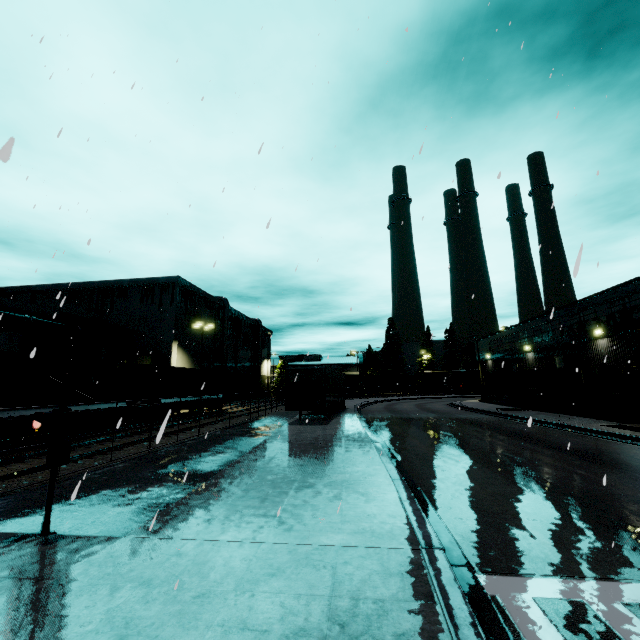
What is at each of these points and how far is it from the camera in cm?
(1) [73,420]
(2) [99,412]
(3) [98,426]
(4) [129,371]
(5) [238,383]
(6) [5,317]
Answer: (1) railroad crossing sign, 584
(2) flatcar, 1739
(3) bogie, 1762
(4) cargo container, 1988
(5) building, 5669
(6) pipe, 2789

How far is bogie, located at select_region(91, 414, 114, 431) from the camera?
17.3 meters

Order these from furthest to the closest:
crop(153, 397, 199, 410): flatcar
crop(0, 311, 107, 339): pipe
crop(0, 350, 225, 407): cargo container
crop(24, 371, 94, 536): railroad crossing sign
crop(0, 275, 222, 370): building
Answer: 1. crop(0, 311, 107, 339): pipe
2. crop(0, 275, 222, 370): building
3. crop(153, 397, 199, 410): flatcar
4. crop(0, 350, 225, 407): cargo container
5. crop(24, 371, 94, 536): railroad crossing sign

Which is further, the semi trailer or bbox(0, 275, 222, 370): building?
bbox(0, 275, 222, 370): building

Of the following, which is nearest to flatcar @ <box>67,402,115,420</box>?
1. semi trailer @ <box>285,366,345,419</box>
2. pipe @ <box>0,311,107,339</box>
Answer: pipe @ <box>0,311,107,339</box>

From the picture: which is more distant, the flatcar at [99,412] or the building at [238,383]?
the building at [238,383]

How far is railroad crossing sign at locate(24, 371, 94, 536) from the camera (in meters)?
5.80

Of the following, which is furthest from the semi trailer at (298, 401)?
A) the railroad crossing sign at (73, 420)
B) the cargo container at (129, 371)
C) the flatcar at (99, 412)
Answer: the railroad crossing sign at (73, 420)
